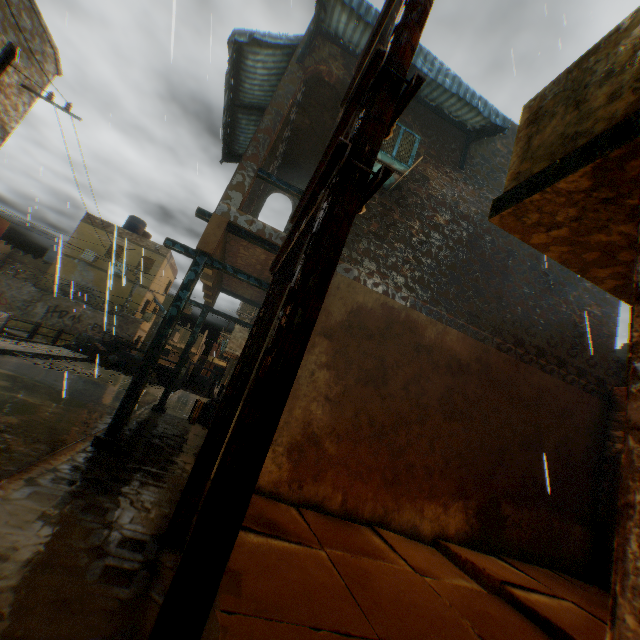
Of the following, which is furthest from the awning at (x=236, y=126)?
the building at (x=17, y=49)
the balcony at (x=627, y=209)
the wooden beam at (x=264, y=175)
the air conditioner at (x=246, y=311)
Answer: the wooden beam at (x=264, y=175)

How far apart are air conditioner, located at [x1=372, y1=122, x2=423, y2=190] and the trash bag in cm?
689

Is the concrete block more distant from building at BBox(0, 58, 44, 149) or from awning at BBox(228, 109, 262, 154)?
awning at BBox(228, 109, 262, 154)

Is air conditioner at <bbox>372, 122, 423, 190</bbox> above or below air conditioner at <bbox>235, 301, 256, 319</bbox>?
above

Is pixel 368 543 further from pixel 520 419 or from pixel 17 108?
pixel 17 108

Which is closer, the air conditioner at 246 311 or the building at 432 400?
the building at 432 400

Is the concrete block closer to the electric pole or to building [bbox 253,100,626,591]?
building [bbox 253,100,626,591]

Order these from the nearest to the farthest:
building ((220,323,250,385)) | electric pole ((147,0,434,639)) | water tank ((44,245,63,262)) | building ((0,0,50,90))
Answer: electric pole ((147,0,434,639))
building ((0,0,50,90))
building ((220,323,250,385))
water tank ((44,245,63,262))
